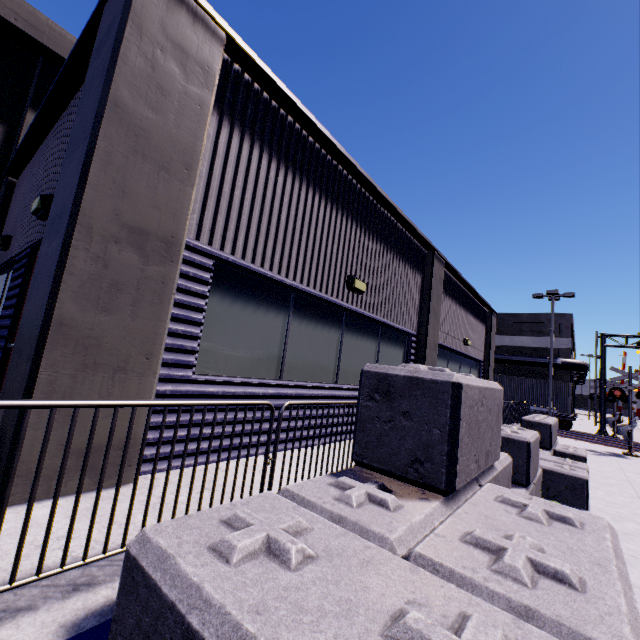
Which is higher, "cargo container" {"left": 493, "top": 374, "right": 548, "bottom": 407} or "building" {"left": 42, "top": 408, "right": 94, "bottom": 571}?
"cargo container" {"left": 493, "top": 374, "right": 548, "bottom": 407}

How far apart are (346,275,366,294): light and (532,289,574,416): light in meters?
21.3 m

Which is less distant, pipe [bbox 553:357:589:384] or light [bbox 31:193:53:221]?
light [bbox 31:193:53:221]

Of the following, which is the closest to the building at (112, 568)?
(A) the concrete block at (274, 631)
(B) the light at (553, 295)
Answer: (A) the concrete block at (274, 631)

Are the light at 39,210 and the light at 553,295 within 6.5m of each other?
no

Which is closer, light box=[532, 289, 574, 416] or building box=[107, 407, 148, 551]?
building box=[107, 407, 148, 551]

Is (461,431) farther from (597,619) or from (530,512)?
(597,619)
